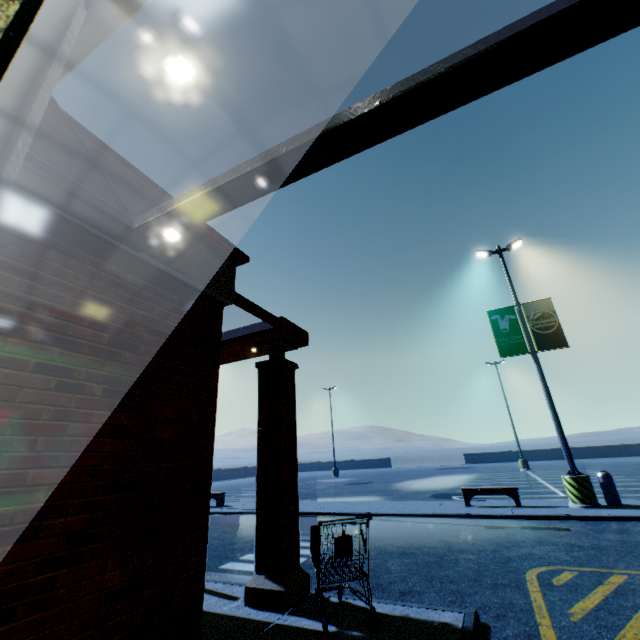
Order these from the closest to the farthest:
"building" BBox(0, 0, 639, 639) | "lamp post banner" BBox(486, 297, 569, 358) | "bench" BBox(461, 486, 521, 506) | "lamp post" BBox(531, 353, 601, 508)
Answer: "building" BBox(0, 0, 639, 639)
"lamp post" BBox(531, 353, 601, 508)
"bench" BBox(461, 486, 521, 506)
"lamp post banner" BBox(486, 297, 569, 358)

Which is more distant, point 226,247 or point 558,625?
point 226,247

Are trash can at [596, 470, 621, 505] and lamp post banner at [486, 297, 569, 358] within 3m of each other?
no

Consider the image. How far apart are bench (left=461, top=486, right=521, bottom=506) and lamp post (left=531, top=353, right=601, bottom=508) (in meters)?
1.35

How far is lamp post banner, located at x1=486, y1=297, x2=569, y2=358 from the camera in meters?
12.0 m

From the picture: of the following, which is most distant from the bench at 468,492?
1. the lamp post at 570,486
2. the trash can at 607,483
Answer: the trash can at 607,483

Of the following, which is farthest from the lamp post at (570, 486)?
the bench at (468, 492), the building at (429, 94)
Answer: the building at (429, 94)

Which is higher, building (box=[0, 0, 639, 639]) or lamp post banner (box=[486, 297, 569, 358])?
lamp post banner (box=[486, 297, 569, 358])
